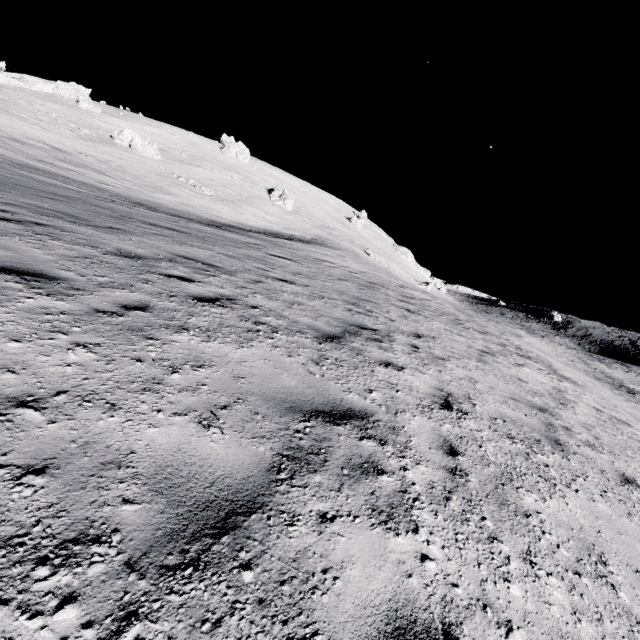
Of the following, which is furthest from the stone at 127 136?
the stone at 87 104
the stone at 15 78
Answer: the stone at 15 78

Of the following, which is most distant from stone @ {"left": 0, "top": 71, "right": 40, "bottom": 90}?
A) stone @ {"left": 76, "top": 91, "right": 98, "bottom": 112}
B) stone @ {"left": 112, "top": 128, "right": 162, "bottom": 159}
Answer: stone @ {"left": 112, "top": 128, "right": 162, "bottom": 159}

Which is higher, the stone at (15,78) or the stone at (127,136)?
the stone at (15,78)

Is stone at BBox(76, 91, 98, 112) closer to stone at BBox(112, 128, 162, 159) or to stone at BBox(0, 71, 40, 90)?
stone at BBox(0, 71, 40, 90)

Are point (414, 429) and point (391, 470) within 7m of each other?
yes
